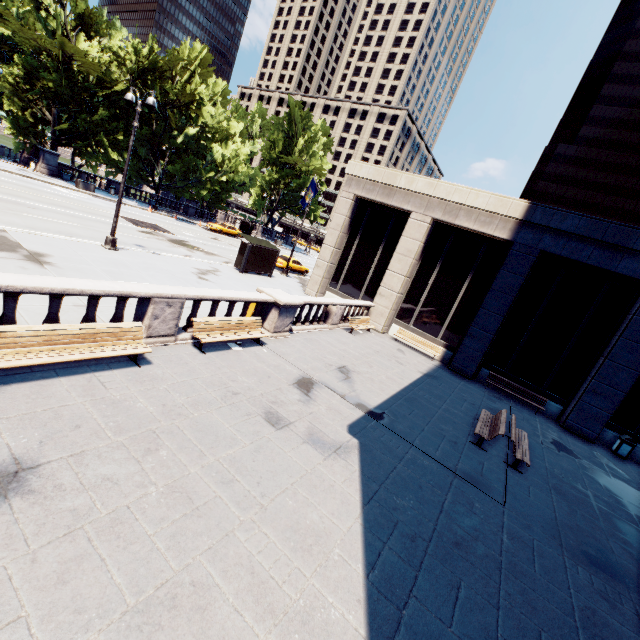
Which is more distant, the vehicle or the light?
the vehicle

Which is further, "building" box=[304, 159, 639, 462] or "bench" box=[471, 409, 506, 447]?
"building" box=[304, 159, 639, 462]

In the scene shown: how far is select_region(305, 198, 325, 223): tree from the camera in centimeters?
5663cm

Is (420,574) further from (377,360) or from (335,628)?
(377,360)

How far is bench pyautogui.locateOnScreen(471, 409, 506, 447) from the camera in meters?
10.3

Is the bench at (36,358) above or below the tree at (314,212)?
below

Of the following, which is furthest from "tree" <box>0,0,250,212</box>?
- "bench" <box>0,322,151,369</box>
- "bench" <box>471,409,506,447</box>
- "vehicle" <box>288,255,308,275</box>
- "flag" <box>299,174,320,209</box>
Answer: "bench" <box>471,409,506,447</box>

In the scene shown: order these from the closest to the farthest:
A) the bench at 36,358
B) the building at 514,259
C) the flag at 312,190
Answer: the bench at 36,358, the building at 514,259, the flag at 312,190
